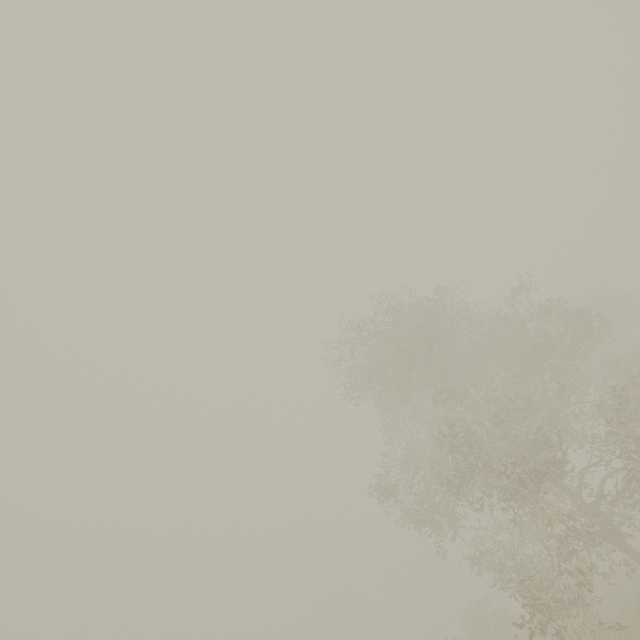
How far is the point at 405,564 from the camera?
53.5m
